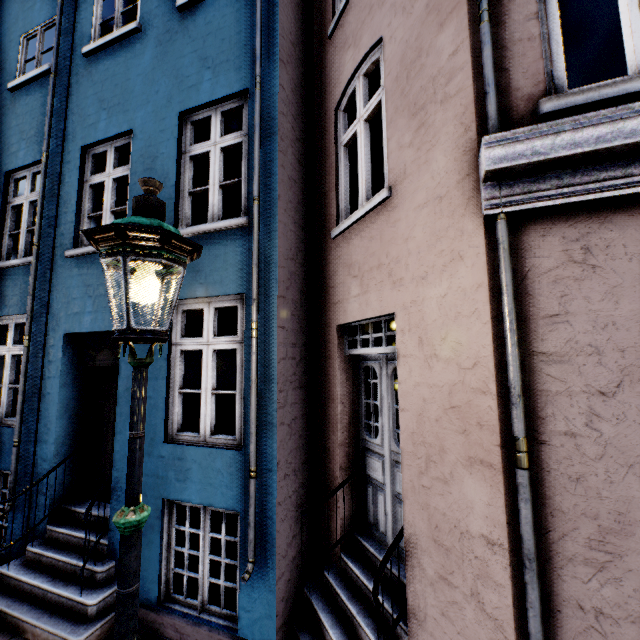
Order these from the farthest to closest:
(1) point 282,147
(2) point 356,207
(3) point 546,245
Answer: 1. (2) point 356,207
2. (1) point 282,147
3. (3) point 546,245
